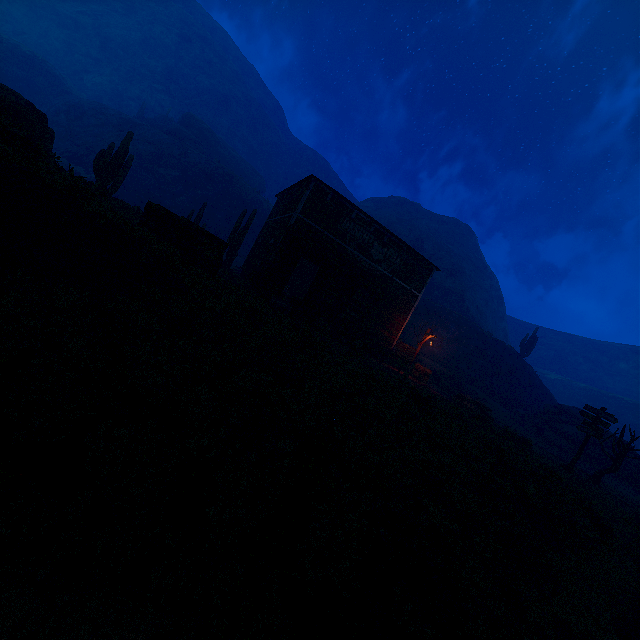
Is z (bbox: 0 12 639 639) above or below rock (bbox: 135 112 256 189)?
below

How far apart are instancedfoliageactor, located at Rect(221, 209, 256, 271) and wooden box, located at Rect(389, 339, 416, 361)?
12.7m

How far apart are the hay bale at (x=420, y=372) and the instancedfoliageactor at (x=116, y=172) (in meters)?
22.14

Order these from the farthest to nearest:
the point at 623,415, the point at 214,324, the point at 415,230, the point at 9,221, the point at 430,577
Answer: the point at 415,230
the point at 623,415
the point at 214,324
the point at 9,221
the point at 430,577

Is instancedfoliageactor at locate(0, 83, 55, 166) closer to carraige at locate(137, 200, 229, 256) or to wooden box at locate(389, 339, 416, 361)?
carraige at locate(137, 200, 229, 256)

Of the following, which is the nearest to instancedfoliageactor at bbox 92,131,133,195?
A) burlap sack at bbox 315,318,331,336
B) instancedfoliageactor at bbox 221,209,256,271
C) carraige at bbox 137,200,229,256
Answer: A: instancedfoliageactor at bbox 221,209,256,271

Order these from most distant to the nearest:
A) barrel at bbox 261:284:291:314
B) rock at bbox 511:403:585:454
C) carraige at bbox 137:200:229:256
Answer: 1. rock at bbox 511:403:585:454
2. barrel at bbox 261:284:291:314
3. carraige at bbox 137:200:229:256

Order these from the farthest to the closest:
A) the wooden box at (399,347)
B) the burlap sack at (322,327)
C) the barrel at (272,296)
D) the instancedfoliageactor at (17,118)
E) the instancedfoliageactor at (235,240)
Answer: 1. the instancedfoliageactor at (235,240)
2. the wooden box at (399,347)
3. the burlap sack at (322,327)
4. the barrel at (272,296)
5. the instancedfoliageactor at (17,118)
